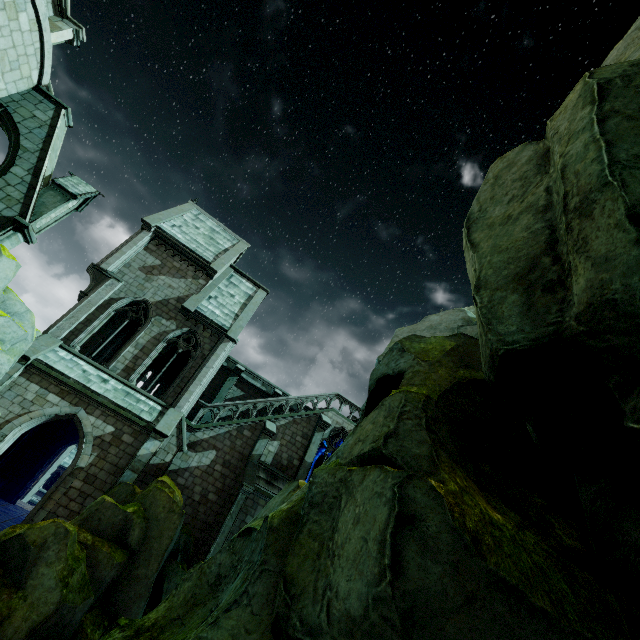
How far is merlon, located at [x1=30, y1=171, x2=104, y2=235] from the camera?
13.1 meters

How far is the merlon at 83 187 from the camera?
13.1 meters

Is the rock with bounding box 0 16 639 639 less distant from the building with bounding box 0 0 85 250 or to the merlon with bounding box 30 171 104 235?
the building with bounding box 0 0 85 250

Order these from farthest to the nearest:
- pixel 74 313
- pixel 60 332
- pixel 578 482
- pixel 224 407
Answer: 1. pixel 224 407
2. pixel 74 313
3. pixel 60 332
4. pixel 578 482

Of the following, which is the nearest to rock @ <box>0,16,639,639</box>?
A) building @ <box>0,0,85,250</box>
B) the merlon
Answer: building @ <box>0,0,85,250</box>

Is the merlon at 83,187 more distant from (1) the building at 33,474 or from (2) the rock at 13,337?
(2) the rock at 13,337
